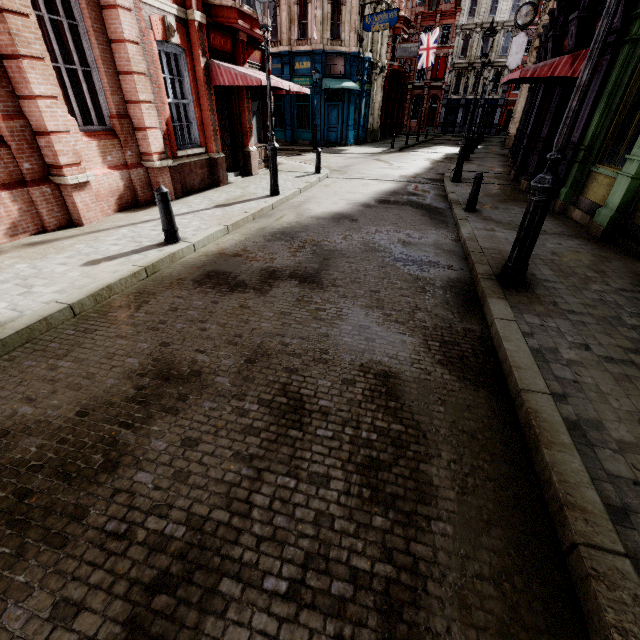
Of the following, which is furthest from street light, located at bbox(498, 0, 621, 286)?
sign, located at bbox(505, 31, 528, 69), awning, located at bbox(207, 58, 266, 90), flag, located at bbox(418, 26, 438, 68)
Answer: flag, located at bbox(418, 26, 438, 68)

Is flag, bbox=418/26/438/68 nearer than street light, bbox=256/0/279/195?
No

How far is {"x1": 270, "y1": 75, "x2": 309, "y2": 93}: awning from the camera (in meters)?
10.79

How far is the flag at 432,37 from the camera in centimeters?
3225cm

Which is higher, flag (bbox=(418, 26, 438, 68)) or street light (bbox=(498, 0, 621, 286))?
flag (bbox=(418, 26, 438, 68))

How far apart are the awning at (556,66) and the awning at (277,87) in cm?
702

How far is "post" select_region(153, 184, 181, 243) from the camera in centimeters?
549cm

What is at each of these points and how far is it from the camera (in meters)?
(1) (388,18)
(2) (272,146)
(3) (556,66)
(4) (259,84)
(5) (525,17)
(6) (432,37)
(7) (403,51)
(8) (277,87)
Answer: (1) sign, 20.88
(2) street light, 9.27
(3) awning, 8.04
(4) awning, 9.58
(5) clock, 16.44
(6) flag, 32.34
(7) sign, 28.06
(8) awning, 11.62
